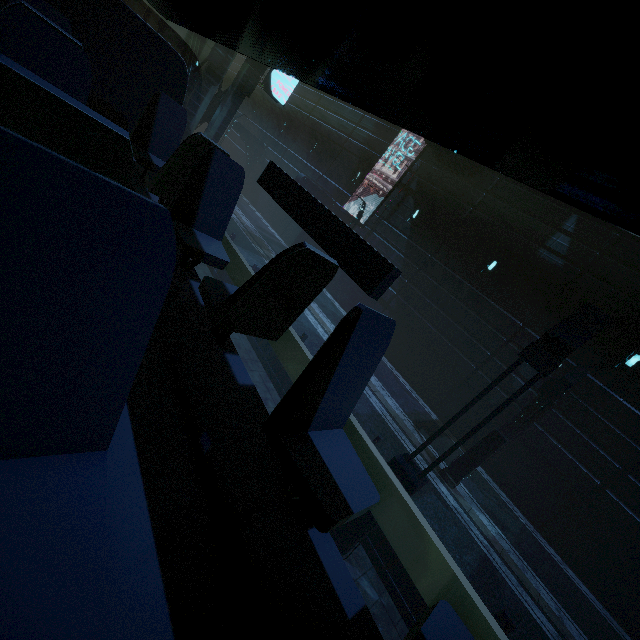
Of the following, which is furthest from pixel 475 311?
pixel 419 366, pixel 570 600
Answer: pixel 570 600

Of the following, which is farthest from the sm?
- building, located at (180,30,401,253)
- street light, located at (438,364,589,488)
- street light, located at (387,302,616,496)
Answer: street light, located at (438,364,589,488)

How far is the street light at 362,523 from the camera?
4.53m

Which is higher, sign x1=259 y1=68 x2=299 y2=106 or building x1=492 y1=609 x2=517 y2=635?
sign x1=259 y1=68 x2=299 y2=106

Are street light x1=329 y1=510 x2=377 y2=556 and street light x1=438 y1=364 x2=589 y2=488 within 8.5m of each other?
yes

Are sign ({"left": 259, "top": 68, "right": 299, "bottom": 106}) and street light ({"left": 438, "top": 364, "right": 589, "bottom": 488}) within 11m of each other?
no

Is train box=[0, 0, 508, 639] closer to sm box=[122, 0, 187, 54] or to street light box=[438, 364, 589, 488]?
sm box=[122, 0, 187, 54]

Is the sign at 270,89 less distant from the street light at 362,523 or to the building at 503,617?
the building at 503,617
